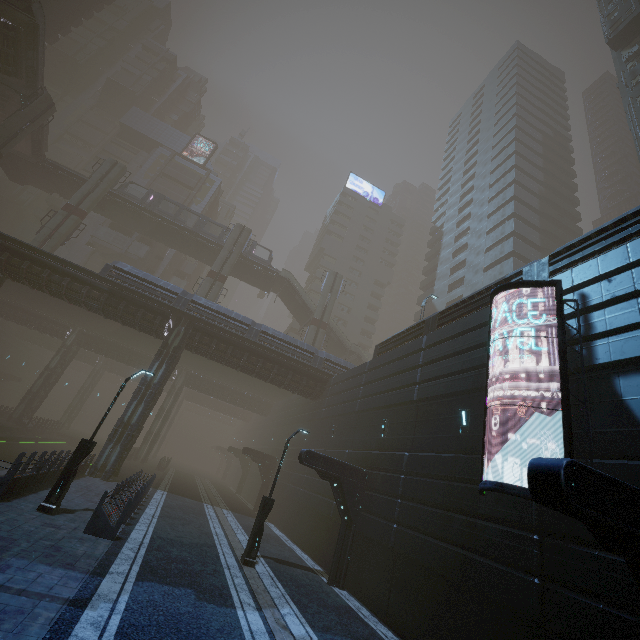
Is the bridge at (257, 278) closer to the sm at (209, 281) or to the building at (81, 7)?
the sm at (209, 281)

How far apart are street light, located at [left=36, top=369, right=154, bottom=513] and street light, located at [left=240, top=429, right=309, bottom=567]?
6.68m

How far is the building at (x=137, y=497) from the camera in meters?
10.7

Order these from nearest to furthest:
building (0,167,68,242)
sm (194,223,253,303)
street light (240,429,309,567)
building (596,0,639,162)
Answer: street light (240,429,309,567) < building (596,0,639,162) < sm (194,223,253,303) < building (0,167,68,242)

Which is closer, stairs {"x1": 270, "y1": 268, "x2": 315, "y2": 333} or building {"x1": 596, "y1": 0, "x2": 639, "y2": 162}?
building {"x1": 596, "y1": 0, "x2": 639, "y2": 162}

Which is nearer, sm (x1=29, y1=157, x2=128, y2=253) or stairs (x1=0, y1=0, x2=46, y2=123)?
stairs (x1=0, y1=0, x2=46, y2=123)

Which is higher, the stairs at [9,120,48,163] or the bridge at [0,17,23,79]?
the bridge at [0,17,23,79]

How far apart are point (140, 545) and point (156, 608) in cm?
459
